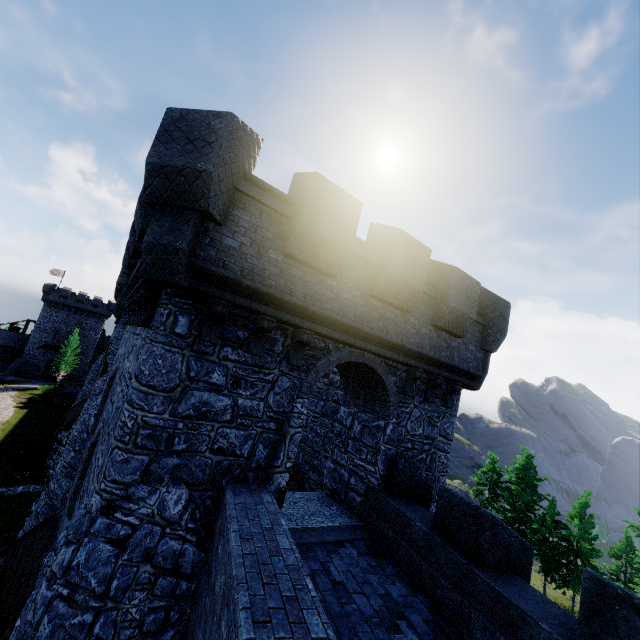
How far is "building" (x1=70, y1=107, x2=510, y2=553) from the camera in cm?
567

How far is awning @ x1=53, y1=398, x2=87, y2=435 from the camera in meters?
22.0

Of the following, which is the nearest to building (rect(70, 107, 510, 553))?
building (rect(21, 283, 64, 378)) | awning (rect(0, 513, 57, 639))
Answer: awning (rect(0, 513, 57, 639))

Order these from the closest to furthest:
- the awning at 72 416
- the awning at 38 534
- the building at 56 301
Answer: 1. the awning at 38 534
2. the awning at 72 416
3. the building at 56 301

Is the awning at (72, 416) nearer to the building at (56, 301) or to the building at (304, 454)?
the building at (304, 454)

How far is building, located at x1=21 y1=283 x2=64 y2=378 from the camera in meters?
58.2

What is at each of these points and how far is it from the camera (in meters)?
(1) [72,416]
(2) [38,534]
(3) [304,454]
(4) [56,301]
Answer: (1) awning, 23.67
(2) awning, 10.03
(3) building, 14.21
(4) building, 59.69

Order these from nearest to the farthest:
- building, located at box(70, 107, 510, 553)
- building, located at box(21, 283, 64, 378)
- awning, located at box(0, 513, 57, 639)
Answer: building, located at box(70, 107, 510, 553)
awning, located at box(0, 513, 57, 639)
building, located at box(21, 283, 64, 378)
